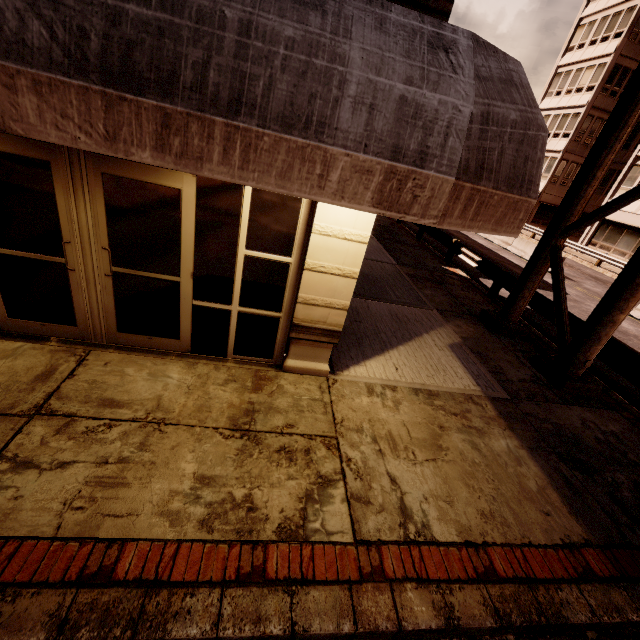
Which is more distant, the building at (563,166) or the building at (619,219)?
the building at (563,166)

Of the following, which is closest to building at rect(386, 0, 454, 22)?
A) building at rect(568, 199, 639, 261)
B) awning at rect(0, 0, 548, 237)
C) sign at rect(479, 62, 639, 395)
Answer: awning at rect(0, 0, 548, 237)

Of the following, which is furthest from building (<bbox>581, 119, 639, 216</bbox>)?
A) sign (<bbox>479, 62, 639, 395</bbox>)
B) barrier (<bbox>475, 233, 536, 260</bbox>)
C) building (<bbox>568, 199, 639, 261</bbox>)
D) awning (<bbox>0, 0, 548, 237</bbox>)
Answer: awning (<bbox>0, 0, 548, 237</bbox>)

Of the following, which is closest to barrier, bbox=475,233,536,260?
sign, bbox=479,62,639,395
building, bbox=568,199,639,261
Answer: building, bbox=568,199,639,261

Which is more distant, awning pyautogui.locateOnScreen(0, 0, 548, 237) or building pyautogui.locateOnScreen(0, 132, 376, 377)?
building pyautogui.locateOnScreen(0, 132, 376, 377)

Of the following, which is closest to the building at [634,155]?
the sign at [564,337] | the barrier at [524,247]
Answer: the barrier at [524,247]

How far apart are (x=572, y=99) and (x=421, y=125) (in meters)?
41.37

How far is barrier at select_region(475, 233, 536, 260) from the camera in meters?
19.4 m
